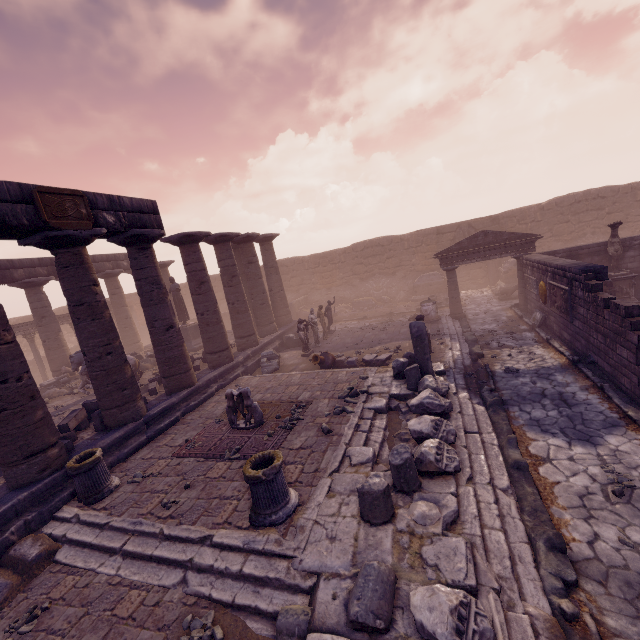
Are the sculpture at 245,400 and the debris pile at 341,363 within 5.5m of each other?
yes

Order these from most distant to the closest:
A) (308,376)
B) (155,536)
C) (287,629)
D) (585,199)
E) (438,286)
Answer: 1. (438,286)
2. (585,199)
3. (308,376)
4. (155,536)
5. (287,629)

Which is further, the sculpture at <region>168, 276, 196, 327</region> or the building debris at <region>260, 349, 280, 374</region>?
the sculpture at <region>168, 276, 196, 327</region>

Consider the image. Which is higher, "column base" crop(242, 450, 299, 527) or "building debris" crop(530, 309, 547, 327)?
"column base" crop(242, 450, 299, 527)

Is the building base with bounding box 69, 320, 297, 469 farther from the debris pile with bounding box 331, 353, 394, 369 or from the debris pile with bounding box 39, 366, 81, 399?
the debris pile with bounding box 331, 353, 394, 369

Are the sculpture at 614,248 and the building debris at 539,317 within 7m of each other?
yes

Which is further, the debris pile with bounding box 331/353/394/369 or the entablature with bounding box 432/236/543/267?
the entablature with bounding box 432/236/543/267

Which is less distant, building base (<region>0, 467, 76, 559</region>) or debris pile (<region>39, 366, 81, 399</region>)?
building base (<region>0, 467, 76, 559</region>)
